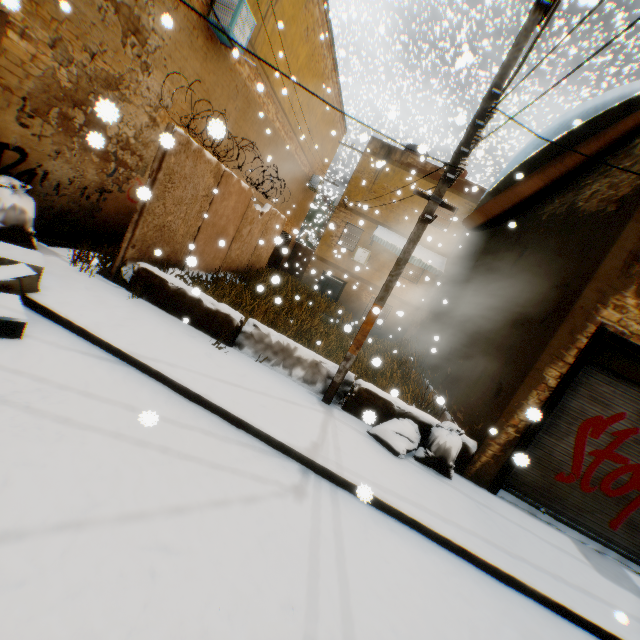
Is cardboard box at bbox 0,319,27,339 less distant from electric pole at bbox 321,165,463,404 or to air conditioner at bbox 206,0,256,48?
air conditioner at bbox 206,0,256,48

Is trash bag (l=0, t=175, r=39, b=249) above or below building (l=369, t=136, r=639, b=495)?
below

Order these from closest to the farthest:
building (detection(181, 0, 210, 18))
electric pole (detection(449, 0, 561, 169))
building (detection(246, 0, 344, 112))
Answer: electric pole (detection(449, 0, 561, 169)) < building (detection(181, 0, 210, 18)) < building (detection(246, 0, 344, 112))

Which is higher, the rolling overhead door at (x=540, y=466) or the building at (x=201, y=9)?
the building at (x=201, y=9)

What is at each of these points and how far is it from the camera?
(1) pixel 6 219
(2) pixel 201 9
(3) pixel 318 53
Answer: (1) trash bag, 5.4 meters
(2) building, 7.6 meters
(3) building, 13.7 meters

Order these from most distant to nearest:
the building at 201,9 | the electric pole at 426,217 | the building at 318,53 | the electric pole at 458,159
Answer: A:
the building at 318,53
the building at 201,9
the electric pole at 426,217
the electric pole at 458,159

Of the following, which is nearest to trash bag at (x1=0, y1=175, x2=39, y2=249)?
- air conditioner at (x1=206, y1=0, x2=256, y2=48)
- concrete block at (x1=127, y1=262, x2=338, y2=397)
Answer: concrete block at (x1=127, y1=262, x2=338, y2=397)

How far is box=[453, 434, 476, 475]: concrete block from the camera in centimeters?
569cm
